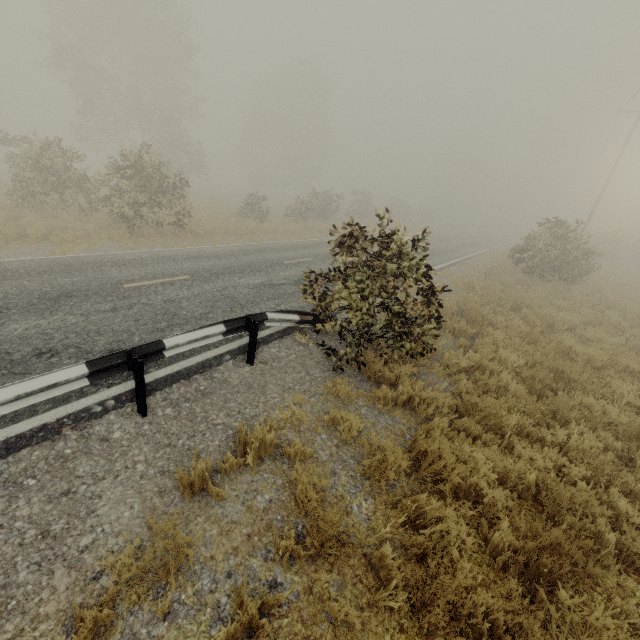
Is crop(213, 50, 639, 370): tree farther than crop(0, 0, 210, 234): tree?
No

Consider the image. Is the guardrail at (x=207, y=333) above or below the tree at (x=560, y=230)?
below

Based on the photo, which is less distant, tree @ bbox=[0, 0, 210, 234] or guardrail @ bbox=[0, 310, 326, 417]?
guardrail @ bbox=[0, 310, 326, 417]

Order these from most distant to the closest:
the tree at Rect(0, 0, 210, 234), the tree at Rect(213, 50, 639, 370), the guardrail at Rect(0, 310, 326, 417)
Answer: the tree at Rect(0, 0, 210, 234) < the tree at Rect(213, 50, 639, 370) < the guardrail at Rect(0, 310, 326, 417)

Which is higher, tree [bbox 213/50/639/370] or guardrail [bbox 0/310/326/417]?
tree [bbox 213/50/639/370]

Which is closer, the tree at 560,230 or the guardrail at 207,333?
the guardrail at 207,333

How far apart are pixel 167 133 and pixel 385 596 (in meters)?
36.22
